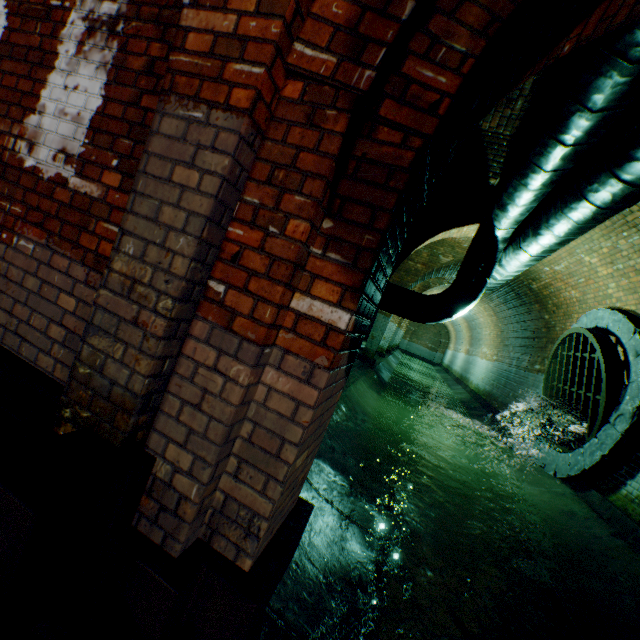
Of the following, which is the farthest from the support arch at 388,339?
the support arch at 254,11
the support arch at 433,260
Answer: the support arch at 254,11

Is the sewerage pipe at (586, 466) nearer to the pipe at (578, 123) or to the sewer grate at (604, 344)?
the sewer grate at (604, 344)

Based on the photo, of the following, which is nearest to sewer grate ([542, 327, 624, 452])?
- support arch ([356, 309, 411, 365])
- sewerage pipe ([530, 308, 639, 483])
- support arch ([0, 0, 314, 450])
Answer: sewerage pipe ([530, 308, 639, 483])

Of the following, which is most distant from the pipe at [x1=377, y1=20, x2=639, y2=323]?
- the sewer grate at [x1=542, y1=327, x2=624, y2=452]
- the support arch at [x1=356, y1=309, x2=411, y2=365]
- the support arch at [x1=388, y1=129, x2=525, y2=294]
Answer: the sewer grate at [x1=542, y1=327, x2=624, y2=452]

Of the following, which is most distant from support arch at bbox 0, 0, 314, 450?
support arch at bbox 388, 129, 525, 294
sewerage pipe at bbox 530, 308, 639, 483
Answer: sewerage pipe at bbox 530, 308, 639, 483

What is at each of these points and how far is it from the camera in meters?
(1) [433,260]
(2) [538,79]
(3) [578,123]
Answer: (1) support arch, 10.1
(2) building tunnel, 3.3
(3) pipe, 2.9

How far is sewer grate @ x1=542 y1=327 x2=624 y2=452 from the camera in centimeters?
527cm

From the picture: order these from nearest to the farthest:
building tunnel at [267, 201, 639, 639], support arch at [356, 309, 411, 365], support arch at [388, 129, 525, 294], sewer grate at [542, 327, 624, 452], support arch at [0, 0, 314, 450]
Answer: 1. support arch at [0, 0, 314, 450]
2. building tunnel at [267, 201, 639, 639]
3. support arch at [388, 129, 525, 294]
4. sewer grate at [542, 327, 624, 452]
5. support arch at [356, 309, 411, 365]
